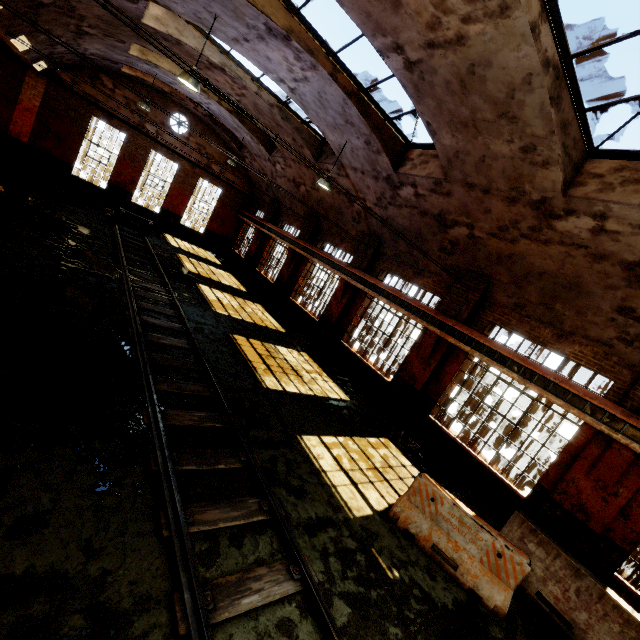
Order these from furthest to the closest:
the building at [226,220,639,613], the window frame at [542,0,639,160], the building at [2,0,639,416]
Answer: the building at [226,220,639,613] < the building at [2,0,639,416] < the window frame at [542,0,639,160]

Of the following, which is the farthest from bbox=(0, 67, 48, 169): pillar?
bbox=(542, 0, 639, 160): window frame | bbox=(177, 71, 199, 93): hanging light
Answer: bbox=(542, 0, 639, 160): window frame

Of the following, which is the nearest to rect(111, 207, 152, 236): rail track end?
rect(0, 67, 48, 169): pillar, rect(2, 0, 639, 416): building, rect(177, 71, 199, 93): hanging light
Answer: rect(0, 67, 48, 169): pillar

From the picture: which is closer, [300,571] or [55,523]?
[55,523]

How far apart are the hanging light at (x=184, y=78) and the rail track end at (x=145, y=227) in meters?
10.6

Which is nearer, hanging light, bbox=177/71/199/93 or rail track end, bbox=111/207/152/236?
hanging light, bbox=177/71/199/93

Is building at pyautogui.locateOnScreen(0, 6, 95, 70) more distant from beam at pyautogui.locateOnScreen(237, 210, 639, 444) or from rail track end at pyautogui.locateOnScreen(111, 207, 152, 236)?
rail track end at pyautogui.locateOnScreen(111, 207, 152, 236)

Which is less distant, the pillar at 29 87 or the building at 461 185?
the building at 461 185
